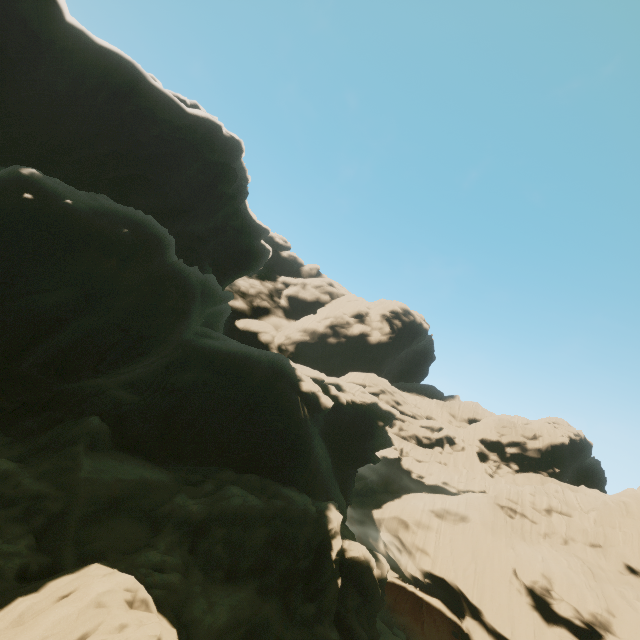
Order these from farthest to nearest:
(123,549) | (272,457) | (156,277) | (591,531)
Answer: (591,531)
(272,457)
(156,277)
(123,549)
